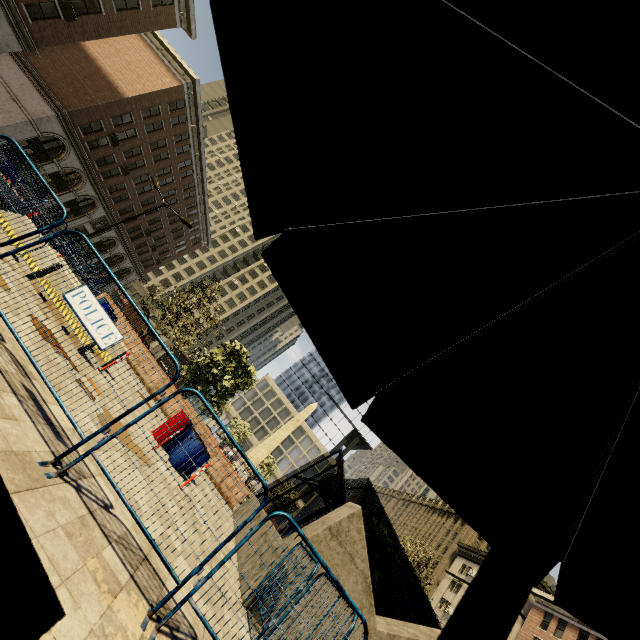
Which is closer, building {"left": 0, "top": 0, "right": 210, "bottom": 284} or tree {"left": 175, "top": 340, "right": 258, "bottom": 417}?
tree {"left": 175, "top": 340, "right": 258, "bottom": 417}

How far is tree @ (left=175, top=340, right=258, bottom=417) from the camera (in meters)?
18.89

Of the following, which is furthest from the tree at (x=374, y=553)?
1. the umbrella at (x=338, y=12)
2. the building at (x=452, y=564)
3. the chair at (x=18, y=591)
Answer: the chair at (x=18, y=591)

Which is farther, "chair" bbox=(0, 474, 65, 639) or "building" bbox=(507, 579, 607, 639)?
"building" bbox=(507, 579, 607, 639)

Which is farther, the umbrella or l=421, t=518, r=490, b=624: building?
l=421, t=518, r=490, b=624: building

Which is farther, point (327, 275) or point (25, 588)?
point (327, 275)

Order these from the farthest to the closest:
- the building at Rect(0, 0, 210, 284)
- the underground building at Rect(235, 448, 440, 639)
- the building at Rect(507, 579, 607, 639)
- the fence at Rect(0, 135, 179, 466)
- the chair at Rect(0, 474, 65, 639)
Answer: the building at Rect(507, 579, 607, 639) → the building at Rect(0, 0, 210, 284) → the underground building at Rect(235, 448, 440, 639) → the fence at Rect(0, 135, 179, 466) → the chair at Rect(0, 474, 65, 639)

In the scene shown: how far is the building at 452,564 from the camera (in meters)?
46.78
